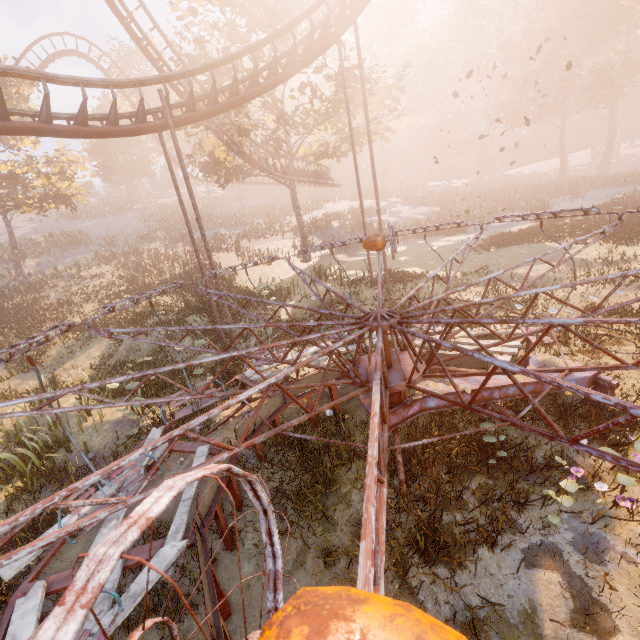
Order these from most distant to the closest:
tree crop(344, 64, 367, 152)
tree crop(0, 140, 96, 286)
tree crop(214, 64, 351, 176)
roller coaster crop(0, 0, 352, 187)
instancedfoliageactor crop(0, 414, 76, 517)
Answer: tree crop(0, 140, 96, 286)
tree crop(214, 64, 351, 176)
tree crop(344, 64, 367, 152)
roller coaster crop(0, 0, 352, 187)
instancedfoliageactor crop(0, 414, 76, 517)

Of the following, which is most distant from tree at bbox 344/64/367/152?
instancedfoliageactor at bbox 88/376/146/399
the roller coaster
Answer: instancedfoliageactor at bbox 88/376/146/399

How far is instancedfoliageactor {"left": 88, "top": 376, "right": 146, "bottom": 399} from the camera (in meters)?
8.89

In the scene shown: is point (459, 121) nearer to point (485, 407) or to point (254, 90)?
point (254, 90)

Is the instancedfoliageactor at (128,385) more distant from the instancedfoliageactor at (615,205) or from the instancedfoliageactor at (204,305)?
the instancedfoliageactor at (615,205)

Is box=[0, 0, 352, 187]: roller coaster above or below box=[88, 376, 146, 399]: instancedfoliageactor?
above

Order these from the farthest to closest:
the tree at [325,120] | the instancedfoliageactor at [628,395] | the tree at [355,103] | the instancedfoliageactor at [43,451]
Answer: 1. the tree at [325,120]
2. the tree at [355,103]
3. the instancedfoliageactor at [43,451]
4. the instancedfoliageactor at [628,395]

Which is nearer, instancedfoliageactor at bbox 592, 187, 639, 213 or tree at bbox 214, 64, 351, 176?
tree at bbox 214, 64, 351, 176
